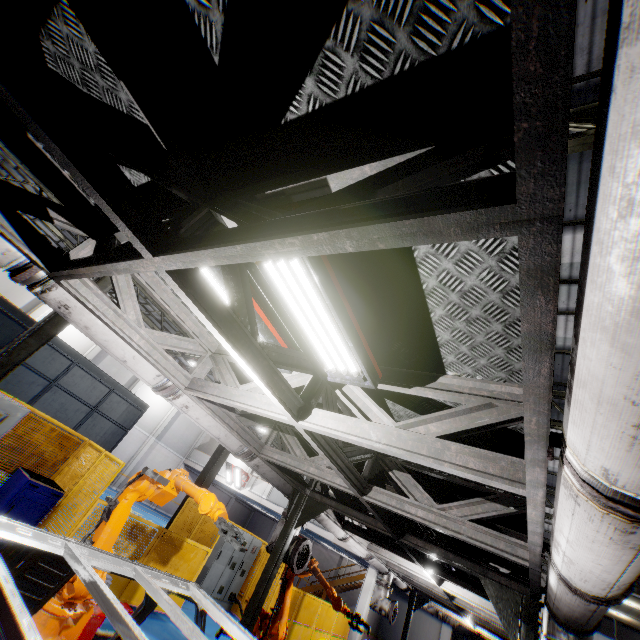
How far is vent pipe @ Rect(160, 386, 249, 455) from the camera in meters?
4.5 m

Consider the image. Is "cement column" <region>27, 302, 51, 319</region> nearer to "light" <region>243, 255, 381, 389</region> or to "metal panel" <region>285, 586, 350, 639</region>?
"metal panel" <region>285, 586, 350, 639</region>

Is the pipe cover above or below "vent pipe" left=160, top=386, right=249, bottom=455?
below

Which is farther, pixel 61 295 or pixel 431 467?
pixel 61 295

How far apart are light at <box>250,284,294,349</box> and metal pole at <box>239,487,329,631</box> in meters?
3.9 m

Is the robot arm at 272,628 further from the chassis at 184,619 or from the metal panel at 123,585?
the metal panel at 123,585

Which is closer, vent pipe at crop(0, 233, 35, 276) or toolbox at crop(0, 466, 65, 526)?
vent pipe at crop(0, 233, 35, 276)

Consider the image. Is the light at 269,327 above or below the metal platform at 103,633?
above
